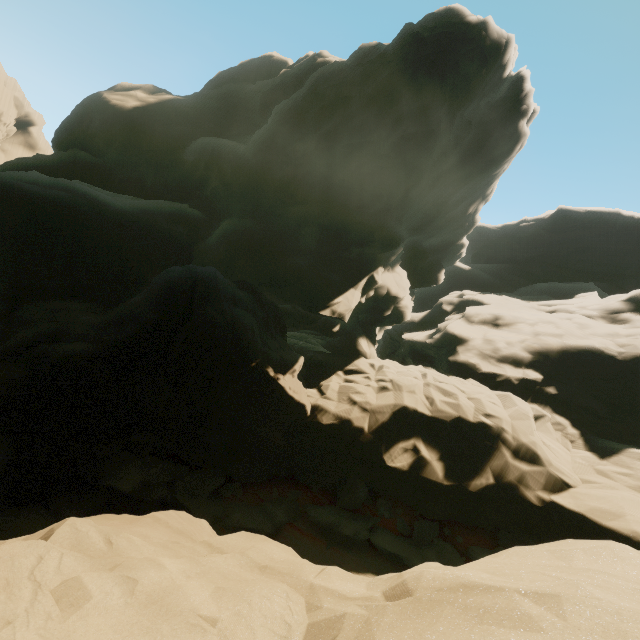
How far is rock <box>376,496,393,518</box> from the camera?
14.9 meters

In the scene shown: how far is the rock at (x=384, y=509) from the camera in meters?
14.9

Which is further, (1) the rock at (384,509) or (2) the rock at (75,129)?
(1) the rock at (384,509)

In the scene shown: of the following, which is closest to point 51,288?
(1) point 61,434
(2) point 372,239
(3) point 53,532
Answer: (1) point 61,434

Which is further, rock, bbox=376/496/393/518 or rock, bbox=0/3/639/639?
rock, bbox=376/496/393/518
